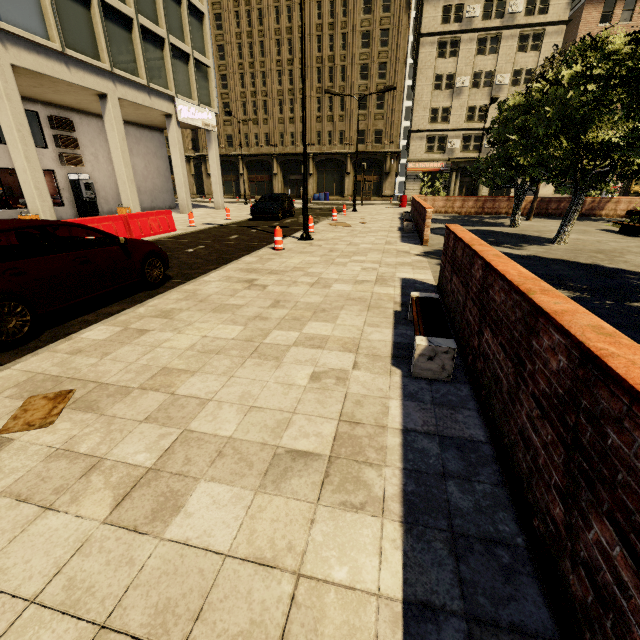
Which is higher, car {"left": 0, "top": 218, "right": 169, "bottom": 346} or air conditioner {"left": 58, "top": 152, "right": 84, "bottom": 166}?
air conditioner {"left": 58, "top": 152, "right": 84, "bottom": 166}

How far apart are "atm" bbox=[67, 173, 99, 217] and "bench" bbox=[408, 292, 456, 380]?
21.7 meters

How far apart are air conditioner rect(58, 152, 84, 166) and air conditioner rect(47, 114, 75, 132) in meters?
1.1 m

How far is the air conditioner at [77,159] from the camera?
18.2 meters

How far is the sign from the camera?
20.44m

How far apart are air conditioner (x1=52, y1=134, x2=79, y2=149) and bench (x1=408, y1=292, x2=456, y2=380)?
22.6m

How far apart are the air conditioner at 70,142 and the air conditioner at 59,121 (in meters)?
0.19

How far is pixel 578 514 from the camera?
1.4 meters
